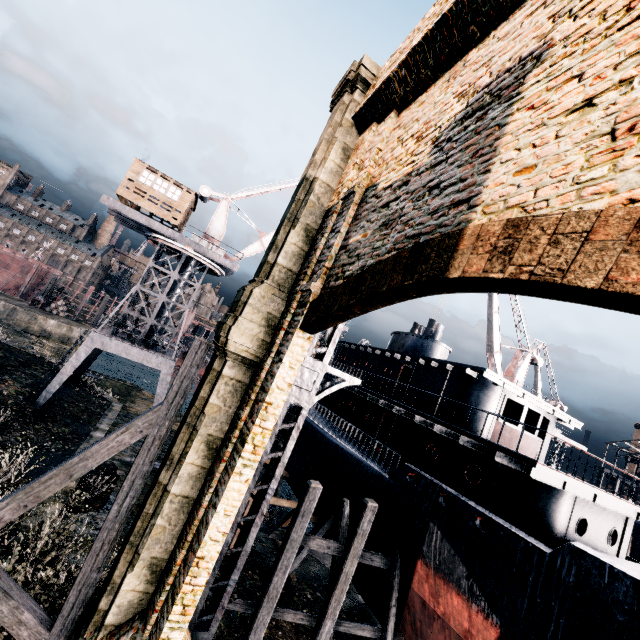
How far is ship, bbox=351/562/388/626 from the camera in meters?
14.8 m

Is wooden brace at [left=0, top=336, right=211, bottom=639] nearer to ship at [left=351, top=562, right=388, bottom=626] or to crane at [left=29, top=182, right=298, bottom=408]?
ship at [left=351, top=562, right=388, bottom=626]

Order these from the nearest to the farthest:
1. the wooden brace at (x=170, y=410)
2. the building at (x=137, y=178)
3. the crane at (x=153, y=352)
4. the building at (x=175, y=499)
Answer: the building at (x=175, y=499) < the wooden brace at (x=170, y=410) < the crane at (x=153, y=352) < the building at (x=137, y=178)

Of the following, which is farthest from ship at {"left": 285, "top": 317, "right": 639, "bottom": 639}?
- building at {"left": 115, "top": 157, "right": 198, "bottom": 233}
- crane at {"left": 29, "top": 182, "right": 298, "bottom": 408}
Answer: building at {"left": 115, "top": 157, "right": 198, "bottom": 233}

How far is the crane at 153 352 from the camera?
22.67m

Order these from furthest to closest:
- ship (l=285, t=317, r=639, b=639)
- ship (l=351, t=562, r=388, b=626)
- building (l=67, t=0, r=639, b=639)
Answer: ship (l=351, t=562, r=388, b=626) < ship (l=285, t=317, r=639, b=639) < building (l=67, t=0, r=639, b=639)

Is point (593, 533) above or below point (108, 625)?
above

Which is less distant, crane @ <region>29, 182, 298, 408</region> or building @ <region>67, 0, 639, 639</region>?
building @ <region>67, 0, 639, 639</region>
